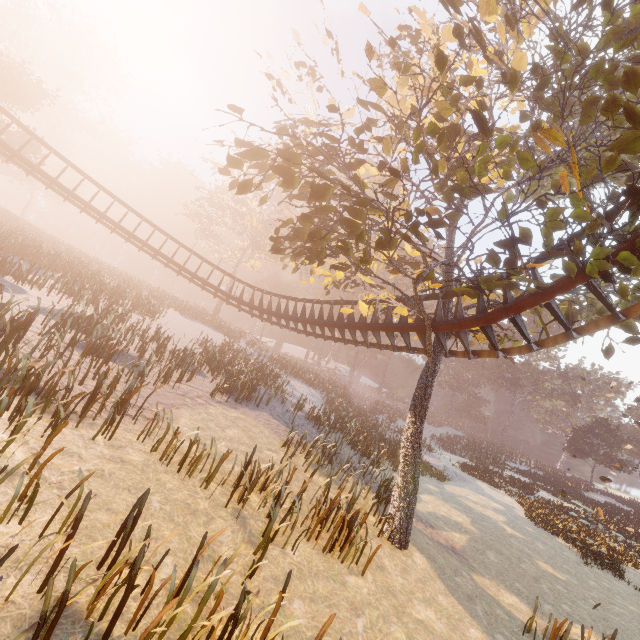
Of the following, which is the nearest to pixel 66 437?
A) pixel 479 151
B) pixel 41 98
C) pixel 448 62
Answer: pixel 479 151

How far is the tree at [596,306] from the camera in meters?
8.9

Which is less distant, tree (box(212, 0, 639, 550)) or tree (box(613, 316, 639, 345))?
tree (box(212, 0, 639, 550))

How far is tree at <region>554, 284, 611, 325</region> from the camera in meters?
8.9

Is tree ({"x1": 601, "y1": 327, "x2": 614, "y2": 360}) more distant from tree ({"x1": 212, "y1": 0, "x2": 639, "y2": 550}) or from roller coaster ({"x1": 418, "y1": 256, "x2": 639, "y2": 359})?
roller coaster ({"x1": 418, "y1": 256, "x2": 639, "y2": 359})

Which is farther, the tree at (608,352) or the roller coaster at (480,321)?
the tree at (608,352)

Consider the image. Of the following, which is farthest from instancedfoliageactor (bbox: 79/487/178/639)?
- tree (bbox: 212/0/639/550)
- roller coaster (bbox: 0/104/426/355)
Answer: roller coaster (bbox: 0/104/426/355)

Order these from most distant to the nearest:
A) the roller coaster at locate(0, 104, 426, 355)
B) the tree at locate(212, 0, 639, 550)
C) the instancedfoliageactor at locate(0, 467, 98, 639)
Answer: the roller coaster at locate(0, 104, 426, 355) → the tree at locate(212, 0, 639, 550) → the instancedfoliageactor at locate(0, 467, 98, 639)
